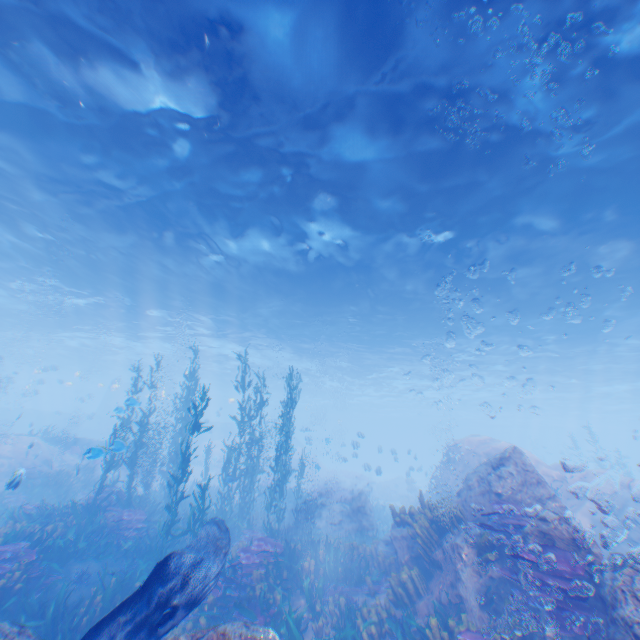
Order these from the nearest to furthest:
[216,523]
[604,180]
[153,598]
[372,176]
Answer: [153,598]
[216,523]
[604,180]
[372,176]

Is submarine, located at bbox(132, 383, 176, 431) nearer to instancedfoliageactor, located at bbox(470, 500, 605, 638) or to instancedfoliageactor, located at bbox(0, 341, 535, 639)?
instancedfoliageactor, located at bbox(0, 341, 535, 639)

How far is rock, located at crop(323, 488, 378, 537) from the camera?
17.16m

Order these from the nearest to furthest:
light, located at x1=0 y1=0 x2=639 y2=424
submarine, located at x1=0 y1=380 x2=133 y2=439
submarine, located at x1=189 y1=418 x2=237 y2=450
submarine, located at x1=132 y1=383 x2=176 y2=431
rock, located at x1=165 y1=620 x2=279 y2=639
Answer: rock, located at x1=165 y1=620 x2=279 y2=639 → light, located at x1=0 y1=0 x2=639 y2=424 → submarine, located at x1=132 y1=383 x2=176 y2=431 → submarine, located at x1=0 y1=380 x2=133 y2=439 → submarine, located at x1=189 y1=418 x2=237 y2=450

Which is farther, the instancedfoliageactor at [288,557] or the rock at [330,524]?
the rock at [330,524]

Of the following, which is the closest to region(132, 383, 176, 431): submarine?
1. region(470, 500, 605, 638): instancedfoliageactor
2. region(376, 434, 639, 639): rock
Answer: region(376, 434, 639, 639): rock

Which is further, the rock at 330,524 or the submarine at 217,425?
the submarine at 217,425

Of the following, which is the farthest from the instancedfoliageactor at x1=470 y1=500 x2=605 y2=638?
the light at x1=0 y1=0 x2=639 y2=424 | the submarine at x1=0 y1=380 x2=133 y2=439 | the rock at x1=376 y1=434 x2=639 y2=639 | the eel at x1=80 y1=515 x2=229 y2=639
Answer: the light at x1=0 y1=0 x2=639 y2=424
